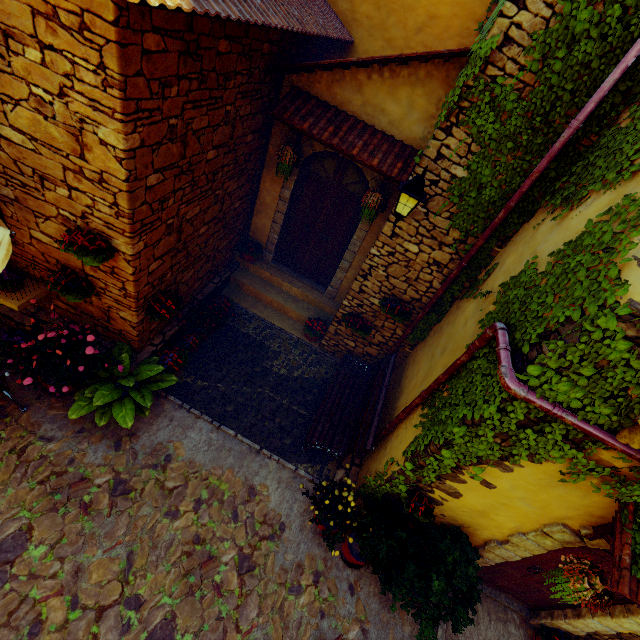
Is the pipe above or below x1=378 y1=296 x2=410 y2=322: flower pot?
above

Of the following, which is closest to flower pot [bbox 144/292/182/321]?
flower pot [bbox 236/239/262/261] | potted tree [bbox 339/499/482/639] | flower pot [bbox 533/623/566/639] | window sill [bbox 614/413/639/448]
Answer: flower pot [bbox 236/239/262/261]

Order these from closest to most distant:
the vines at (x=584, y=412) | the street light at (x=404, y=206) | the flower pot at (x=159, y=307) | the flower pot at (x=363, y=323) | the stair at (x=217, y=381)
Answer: the vines at (x=584, y=412)
the street light at (x=404, y=206)
the flower pot at (x=159, y=307)
the stair at (x=217, y=381)
the flower pot at (x=363, y=323)

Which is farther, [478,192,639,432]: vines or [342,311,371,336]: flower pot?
[342,311,371,336]: flower pot

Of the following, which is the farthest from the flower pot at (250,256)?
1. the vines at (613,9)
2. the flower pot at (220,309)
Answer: the vines at (613,9)

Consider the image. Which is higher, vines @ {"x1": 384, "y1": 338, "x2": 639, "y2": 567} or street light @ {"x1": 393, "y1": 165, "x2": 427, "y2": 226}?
street light @ {"x1": 393, "y1": 165, "x2": 427, "y2": 226}

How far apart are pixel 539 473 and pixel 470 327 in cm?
183

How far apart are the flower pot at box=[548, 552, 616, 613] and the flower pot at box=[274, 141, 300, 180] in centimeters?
647cm
